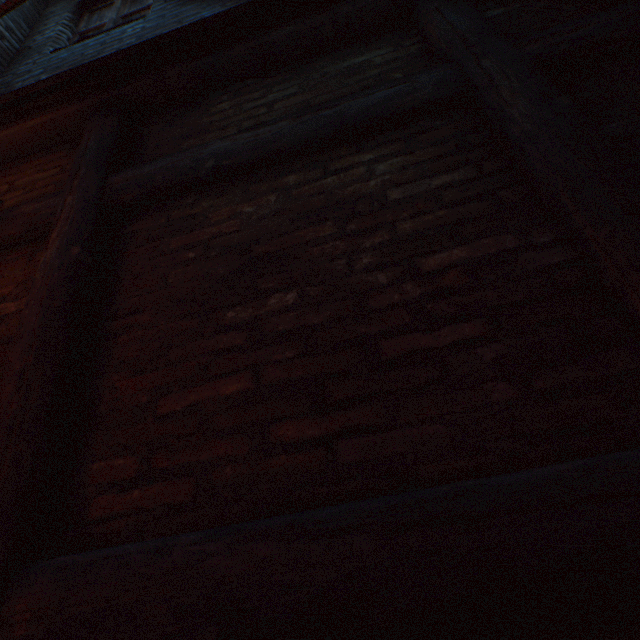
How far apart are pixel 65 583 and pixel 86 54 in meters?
3.8 m

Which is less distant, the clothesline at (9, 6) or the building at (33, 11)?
the clothesline at (9, 6)

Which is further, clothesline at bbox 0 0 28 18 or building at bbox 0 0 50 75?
building at bbox 0 0 50 75

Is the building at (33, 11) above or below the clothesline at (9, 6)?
above

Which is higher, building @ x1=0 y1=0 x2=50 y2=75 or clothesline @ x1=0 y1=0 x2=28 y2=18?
building @ x1=0 y1=0 x2=50 y2=75
